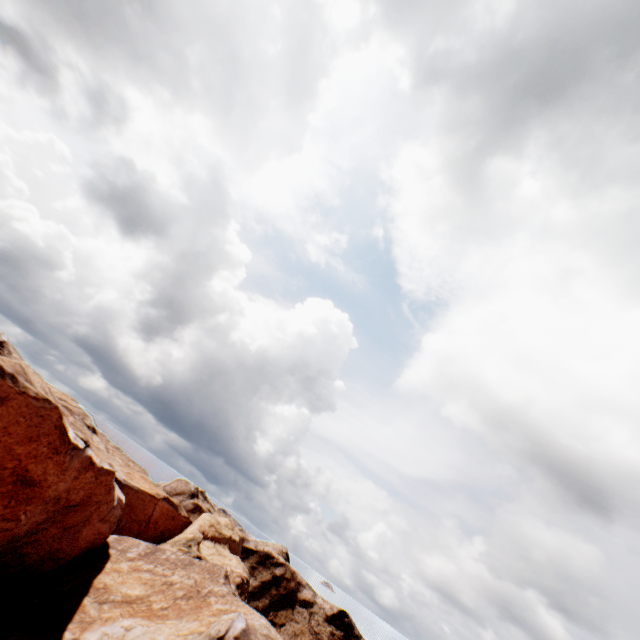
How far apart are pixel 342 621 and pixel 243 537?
16.31m
